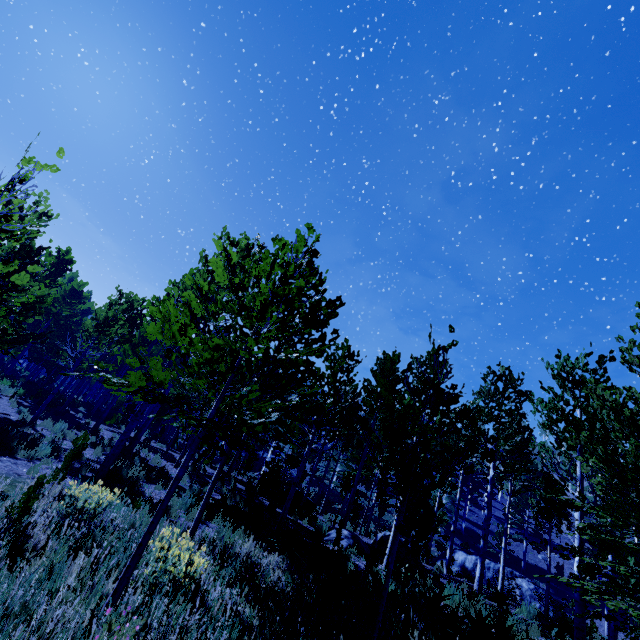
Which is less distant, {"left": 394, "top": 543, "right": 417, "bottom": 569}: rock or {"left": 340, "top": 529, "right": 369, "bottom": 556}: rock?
{"left": 340, "top": 529, "right": 369, "bottom": 556}: rock

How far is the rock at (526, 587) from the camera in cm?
2130

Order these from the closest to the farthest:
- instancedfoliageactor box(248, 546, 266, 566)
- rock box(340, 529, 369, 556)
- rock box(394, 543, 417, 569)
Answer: instancedfoliageactor box(248, 546, 266, 566) < rock box(340, 529, 369, 556) < rock box(394, 543, 417, 569)

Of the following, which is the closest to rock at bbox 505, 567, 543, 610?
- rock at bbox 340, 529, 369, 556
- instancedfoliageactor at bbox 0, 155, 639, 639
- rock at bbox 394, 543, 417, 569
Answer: instancedfoliageactor at bbox 0, 155, 639, 639

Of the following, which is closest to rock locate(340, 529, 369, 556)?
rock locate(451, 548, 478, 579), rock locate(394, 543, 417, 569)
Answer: rock locate(394, 543, 417, 569)

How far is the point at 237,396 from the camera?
4.5 meters

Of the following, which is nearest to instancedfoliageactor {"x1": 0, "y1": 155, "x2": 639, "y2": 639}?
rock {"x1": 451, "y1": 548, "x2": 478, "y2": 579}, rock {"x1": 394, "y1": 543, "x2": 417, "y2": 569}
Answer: rock {"x1": 394, "y1": 543, "x2": 417, "y2": 569}
